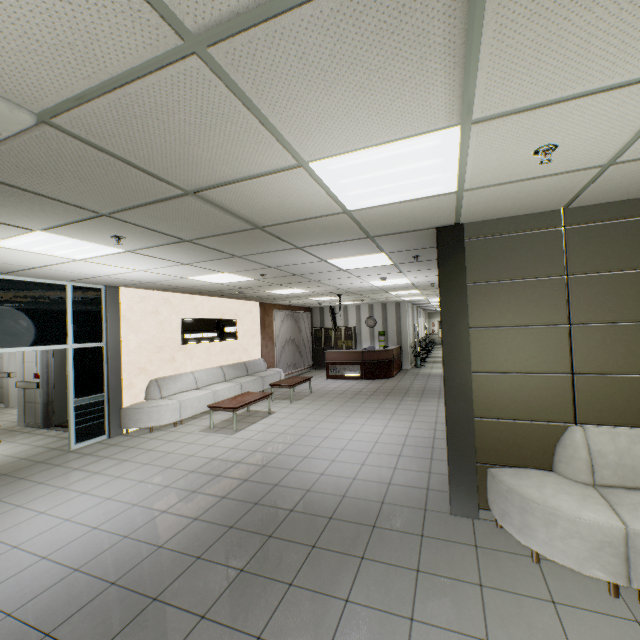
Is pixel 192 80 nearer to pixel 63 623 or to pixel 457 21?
pixel 457 21

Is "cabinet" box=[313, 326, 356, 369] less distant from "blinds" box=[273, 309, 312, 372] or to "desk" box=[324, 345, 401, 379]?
"blinds" box=[273, 309, 312, 372]

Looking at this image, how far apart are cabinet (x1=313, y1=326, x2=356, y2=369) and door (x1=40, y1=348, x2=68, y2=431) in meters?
9.5 m

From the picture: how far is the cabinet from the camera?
16.1 meters

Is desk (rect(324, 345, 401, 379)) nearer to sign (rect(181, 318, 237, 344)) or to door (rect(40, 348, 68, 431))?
sign (rect(181, 318, 237, 344))

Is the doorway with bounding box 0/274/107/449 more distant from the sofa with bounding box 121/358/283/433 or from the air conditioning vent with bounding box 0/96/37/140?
the air conditioning vent with bounding box 0/96/37/140

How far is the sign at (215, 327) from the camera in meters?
8.9

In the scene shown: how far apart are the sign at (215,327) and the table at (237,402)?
2.2m
